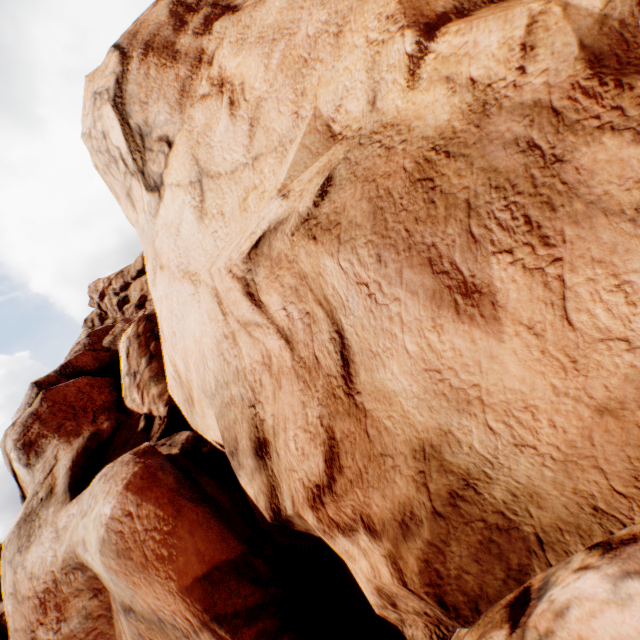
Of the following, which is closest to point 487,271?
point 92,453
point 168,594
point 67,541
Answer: point 168,594
